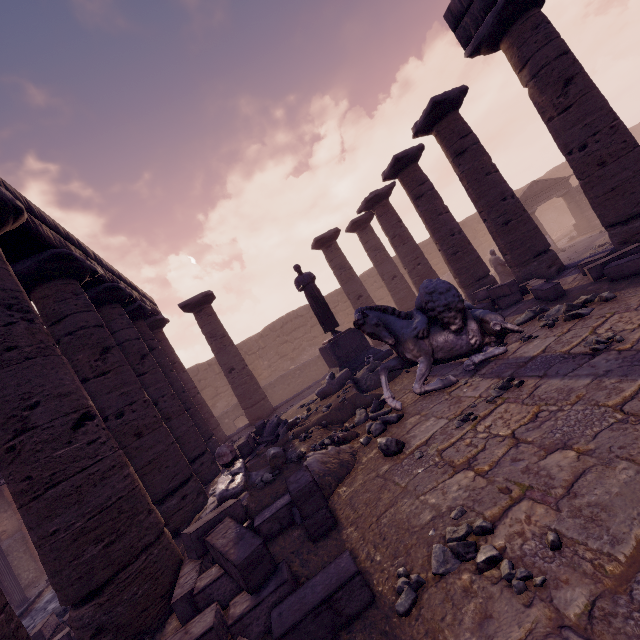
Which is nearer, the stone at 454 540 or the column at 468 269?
the stone at 454 540

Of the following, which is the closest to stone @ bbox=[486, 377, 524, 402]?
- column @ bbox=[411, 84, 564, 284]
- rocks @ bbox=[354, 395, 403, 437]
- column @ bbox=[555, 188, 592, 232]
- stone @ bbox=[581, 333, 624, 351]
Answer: stone @ bbox=[581, 333, 624, 351]

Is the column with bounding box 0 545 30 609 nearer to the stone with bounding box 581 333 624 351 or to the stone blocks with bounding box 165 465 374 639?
the stone blocks with bounding box 165 465 374 639

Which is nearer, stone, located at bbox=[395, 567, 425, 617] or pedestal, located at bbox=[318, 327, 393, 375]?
stone, located at bbox=[395, 567, 425, 617]

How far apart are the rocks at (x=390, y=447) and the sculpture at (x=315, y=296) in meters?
6.4 m

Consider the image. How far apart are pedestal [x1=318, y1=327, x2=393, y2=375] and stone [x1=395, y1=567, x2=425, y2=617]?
7.5 meters

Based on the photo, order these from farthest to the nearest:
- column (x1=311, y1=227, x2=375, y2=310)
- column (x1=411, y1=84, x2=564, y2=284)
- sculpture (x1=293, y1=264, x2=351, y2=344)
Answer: column (x1=311, y1=227, x2=375, y2=310) < sculpture (x1=293, y1=264, x2=351, y2=344) < column (x1=411, y1=84, x2=564, y2=284)

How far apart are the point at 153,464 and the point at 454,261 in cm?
998
